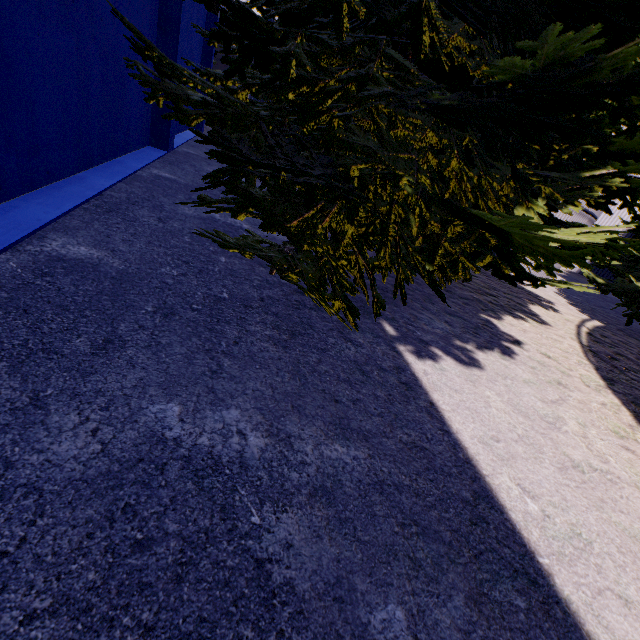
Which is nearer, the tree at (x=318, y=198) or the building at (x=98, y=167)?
the tree at (x=318, y=198)

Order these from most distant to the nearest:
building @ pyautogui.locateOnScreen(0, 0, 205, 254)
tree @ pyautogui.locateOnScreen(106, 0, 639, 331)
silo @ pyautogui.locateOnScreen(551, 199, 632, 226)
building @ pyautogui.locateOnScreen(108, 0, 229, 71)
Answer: silo @ pyautogui.locateOnScreen(551, 199, 632, 226)
building @ pyautogui.locateOnScreen(108, 0, 229, 71)
building @ pyautogui.locateOnScreen(0, 0, 205, 254)
tree @ pyautogui.locateOnScreen(106, 0, 639, 331)

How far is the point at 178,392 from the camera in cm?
221

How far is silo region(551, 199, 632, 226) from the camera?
11.7 meters

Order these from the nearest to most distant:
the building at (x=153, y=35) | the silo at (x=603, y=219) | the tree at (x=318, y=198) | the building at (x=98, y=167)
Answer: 1. the tree at (x=318, y=198)
2. the building at (x=98, y=167)
3. the building at (x=153, y=35)
4. the silo at (x=603, y=219)

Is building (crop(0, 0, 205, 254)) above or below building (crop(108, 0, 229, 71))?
below

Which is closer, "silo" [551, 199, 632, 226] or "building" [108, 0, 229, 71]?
"building" [108, 0, 229, 71]
